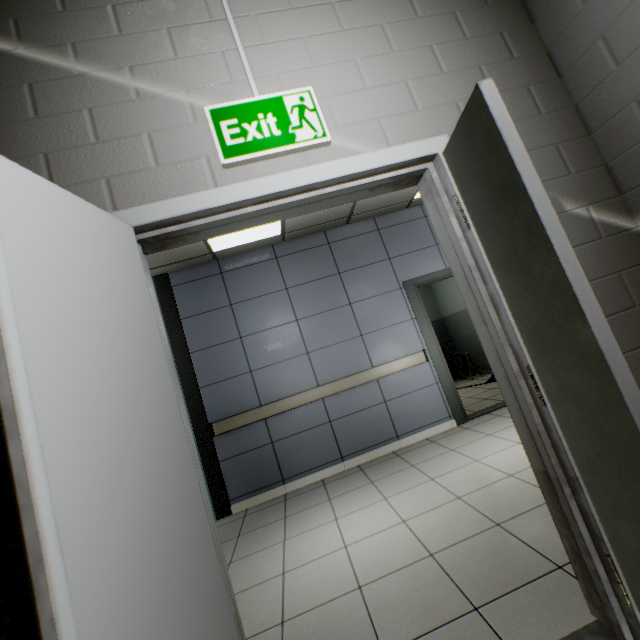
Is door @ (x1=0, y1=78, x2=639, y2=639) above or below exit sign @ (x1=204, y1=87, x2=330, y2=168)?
below

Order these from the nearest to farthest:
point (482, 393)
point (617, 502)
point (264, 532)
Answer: point (617, 502) < point (264, 532) < point (482, 393)

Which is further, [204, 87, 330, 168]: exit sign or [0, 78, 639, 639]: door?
[204, 87, 330, 168]: exit sign

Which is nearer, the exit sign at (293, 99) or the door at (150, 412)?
the door at (150, 412)

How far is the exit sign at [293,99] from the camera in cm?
133

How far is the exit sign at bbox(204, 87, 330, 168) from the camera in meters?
1.3
